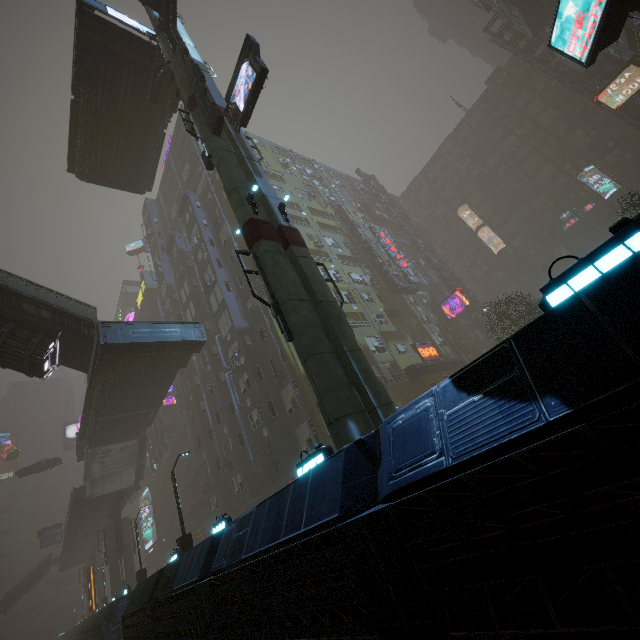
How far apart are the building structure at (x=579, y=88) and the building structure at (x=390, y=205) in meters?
24.8

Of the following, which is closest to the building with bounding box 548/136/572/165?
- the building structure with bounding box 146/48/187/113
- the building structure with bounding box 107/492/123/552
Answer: the building structure with bounding box 107/492/123/552

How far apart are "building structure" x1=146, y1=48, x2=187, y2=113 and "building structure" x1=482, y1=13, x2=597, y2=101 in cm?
4665

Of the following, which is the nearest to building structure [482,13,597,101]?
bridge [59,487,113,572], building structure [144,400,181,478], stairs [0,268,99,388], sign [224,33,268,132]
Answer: sign [224,33,268,132]

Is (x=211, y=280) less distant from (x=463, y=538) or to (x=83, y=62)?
(x=83, y=62)

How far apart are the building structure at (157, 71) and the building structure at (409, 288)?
25.4m

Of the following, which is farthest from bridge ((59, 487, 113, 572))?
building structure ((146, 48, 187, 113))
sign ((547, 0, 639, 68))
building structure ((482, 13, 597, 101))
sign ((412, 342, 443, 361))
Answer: building structure ((482, 13, 597, 101))

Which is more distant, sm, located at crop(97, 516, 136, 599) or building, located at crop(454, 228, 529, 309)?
building, located at crop(454, 228, 529, 309)
